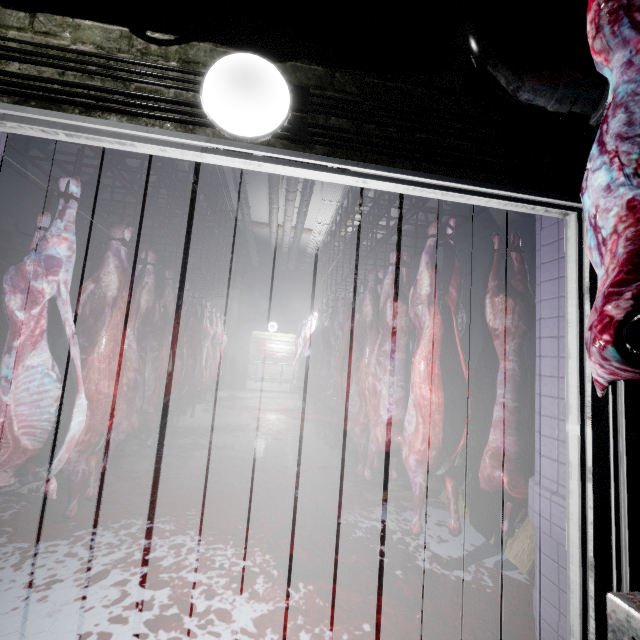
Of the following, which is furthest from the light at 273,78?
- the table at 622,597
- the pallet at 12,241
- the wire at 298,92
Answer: the pallet at 12,241

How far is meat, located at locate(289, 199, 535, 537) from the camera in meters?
1.9 m

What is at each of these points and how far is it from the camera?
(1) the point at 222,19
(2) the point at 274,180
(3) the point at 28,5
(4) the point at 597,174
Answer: (1) pipe, 1.13m
(2) pipe, 5.36m
(3) pipe, 1.11m
(4) meat, 0.96m

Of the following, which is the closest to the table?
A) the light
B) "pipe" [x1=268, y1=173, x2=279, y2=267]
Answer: the light

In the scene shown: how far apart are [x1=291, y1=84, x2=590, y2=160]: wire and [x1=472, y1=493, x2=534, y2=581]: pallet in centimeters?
101cm

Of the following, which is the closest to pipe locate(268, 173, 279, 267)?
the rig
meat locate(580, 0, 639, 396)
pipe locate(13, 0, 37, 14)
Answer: pipe locate(13, 0, 37, 14)

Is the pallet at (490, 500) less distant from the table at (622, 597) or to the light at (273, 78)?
the table at (622, 597)

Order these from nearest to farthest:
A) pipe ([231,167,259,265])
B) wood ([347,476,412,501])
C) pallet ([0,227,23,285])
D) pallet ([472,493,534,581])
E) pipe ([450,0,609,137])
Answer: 1. pipe ([450,0,609,137])
2. pallet ([472,493,534,581])
3. wood ([347,476,412,501])
4. pallet ([0,227,23,285])
5. pipe ([231,167,259,265])
